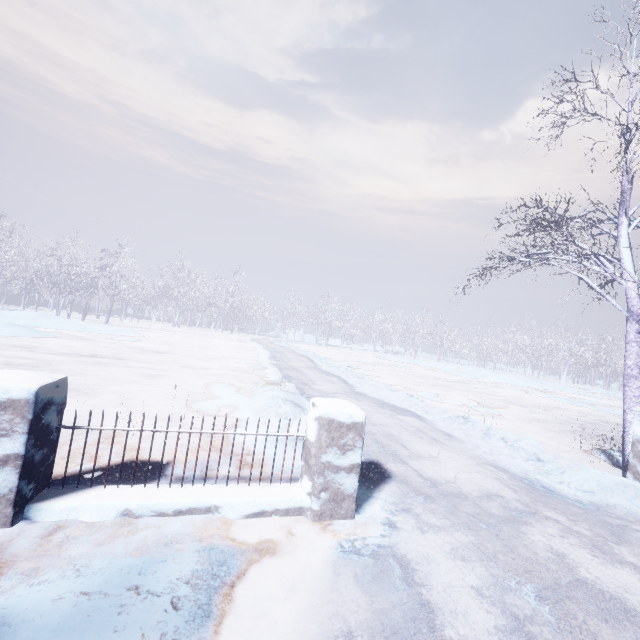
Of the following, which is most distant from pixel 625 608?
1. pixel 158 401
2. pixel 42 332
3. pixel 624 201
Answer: pixel 42 332

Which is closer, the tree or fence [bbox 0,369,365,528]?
fence [bbox 0,369,365,528]

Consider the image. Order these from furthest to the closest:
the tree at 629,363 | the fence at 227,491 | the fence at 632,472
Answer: the tree at 629,363 → the fence at 632,472 → the fence at 227,491

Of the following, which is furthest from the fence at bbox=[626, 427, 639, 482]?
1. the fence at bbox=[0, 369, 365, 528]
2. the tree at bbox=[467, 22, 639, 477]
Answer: the fence at bbox=[0, 369, 365, 528]

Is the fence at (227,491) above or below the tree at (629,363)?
below

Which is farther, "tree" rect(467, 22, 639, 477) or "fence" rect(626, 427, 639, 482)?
"tree" rect(467, 22, 639, 477)
